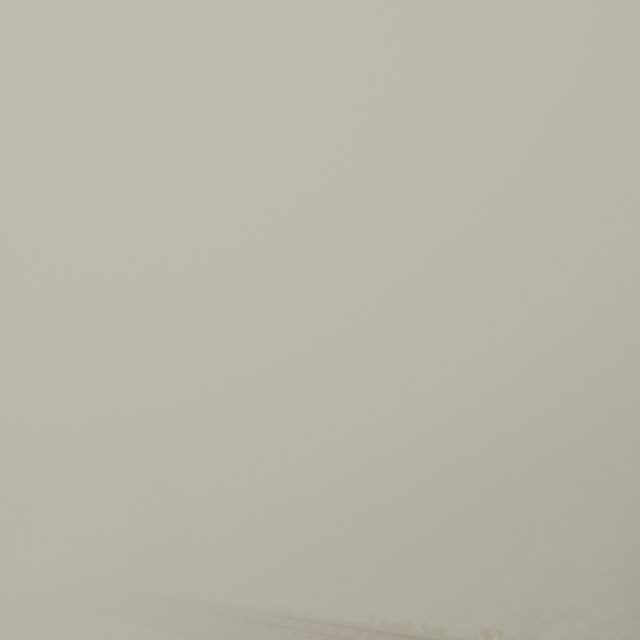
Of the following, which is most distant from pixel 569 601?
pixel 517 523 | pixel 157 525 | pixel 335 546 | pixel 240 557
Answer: pixel 157 525
